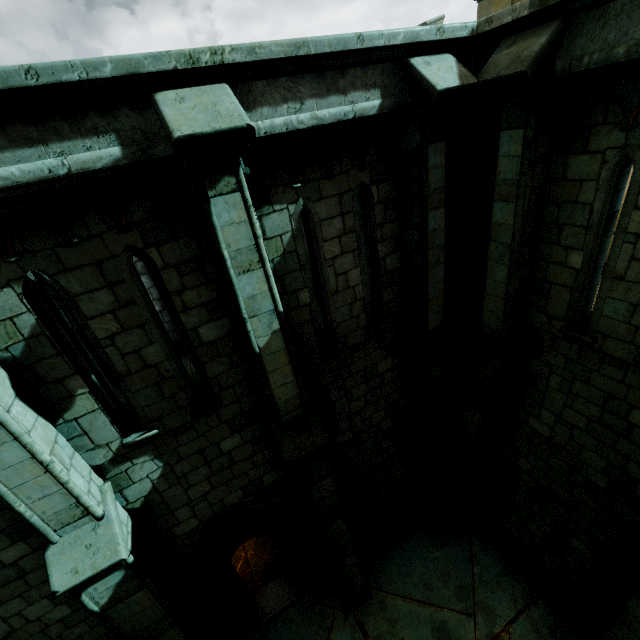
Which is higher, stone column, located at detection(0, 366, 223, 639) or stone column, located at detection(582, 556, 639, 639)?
stone column, located at detection(0, 366, 223, 639)

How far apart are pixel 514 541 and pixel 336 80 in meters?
10.0

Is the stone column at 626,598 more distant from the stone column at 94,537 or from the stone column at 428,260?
the stone column at 94,537

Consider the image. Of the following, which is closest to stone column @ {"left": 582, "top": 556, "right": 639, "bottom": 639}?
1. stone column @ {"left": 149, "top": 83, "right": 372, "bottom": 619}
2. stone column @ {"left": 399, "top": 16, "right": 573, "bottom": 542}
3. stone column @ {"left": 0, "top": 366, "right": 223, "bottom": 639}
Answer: stone column @ {"left": 399, "top": 16, "right": 573, "bottom": 542}

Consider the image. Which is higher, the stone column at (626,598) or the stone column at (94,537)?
the stone column at (94,537)

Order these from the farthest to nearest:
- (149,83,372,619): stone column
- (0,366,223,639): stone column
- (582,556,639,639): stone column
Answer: (582,556,639,639): stone column, (0,366,223,639): stone column, (149,83,372,619): stone column

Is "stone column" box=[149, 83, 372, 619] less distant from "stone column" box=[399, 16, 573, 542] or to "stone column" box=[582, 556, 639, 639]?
"stone column" box=[399, 16, 573, 542]

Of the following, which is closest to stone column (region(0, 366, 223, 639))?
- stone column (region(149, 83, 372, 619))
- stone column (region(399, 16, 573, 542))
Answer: stone column (region(149, 83, 372, 619))
